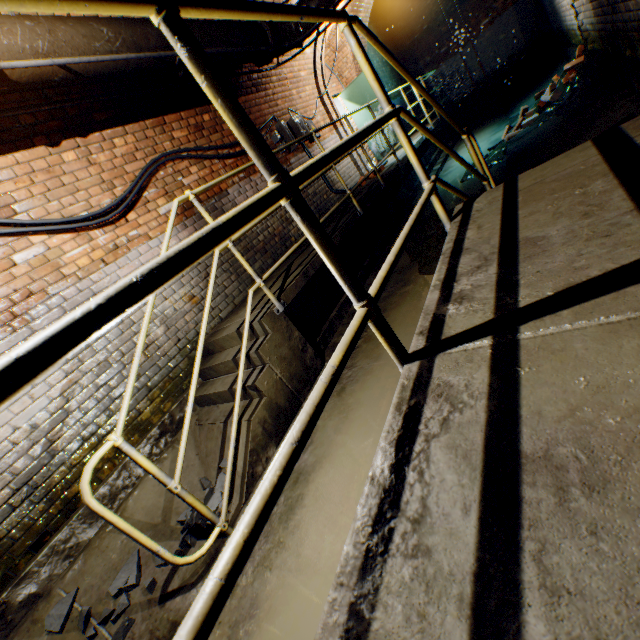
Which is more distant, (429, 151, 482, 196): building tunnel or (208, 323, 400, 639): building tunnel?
(429, 151, 482, 196): building tunnel

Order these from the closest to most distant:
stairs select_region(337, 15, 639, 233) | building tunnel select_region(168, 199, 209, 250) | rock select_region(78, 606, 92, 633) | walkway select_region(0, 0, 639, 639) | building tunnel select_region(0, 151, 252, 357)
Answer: walkway select_region(0, 0, 639, 639) → stairs select_region(337, 15, 639, 233) → rock select_region(78, 606, 92, 633) → building tunnel select_region(0, 151, 252, 357) → building tunnel select_region(168, 199, 209, 250)

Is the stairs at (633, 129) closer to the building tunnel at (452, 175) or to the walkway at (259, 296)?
the building tunnel at (452, 175)

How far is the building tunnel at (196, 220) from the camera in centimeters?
411cm

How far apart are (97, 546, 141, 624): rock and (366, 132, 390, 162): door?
9.1 meters

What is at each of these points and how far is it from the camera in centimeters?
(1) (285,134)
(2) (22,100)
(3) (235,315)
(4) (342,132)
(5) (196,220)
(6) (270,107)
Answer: (1) electrical box, 610cm
(2) building tunnel, 298cm
(3) walkway, 402cm
(4) building tunnel, 790cm
(5) building tunnel, 439cm
(6) building tunnel, 606cm

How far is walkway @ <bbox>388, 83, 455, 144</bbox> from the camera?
7.98m

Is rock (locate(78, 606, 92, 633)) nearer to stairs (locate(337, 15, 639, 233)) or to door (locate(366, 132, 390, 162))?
stairs (locate(337, 15, 639, 233))
